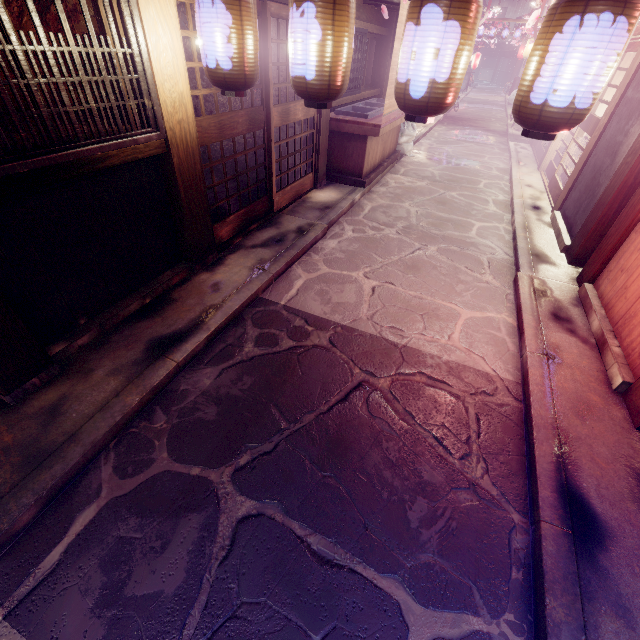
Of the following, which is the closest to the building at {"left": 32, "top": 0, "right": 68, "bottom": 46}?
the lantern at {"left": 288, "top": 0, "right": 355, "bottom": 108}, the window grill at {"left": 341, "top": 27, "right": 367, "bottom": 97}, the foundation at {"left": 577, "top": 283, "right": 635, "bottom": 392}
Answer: the lantern at {"left": 288, "top": 0, "right": 355, "bottom": 108}

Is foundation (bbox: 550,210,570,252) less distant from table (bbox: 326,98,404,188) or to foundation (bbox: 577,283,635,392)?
foundation (bbox: 577,283,635,392)

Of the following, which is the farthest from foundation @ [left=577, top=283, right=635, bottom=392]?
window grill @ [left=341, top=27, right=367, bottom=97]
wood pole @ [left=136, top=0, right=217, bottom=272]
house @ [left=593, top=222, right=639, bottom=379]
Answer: window grill @ [left=341, top=27, right=367, bottom=97]

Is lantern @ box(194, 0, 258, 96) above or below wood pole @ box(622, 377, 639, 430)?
above

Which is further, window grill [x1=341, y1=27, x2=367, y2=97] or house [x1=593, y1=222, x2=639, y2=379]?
window grill [x1=341, y1=27, x2=367, y2=97]

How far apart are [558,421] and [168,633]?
6.0 meters

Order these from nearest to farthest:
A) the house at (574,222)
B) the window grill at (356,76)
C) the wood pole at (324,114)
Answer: the house at (574,222) → the wood pole at (324,114) → the window grill at (356,76)

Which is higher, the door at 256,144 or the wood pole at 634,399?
the door at 256,144
